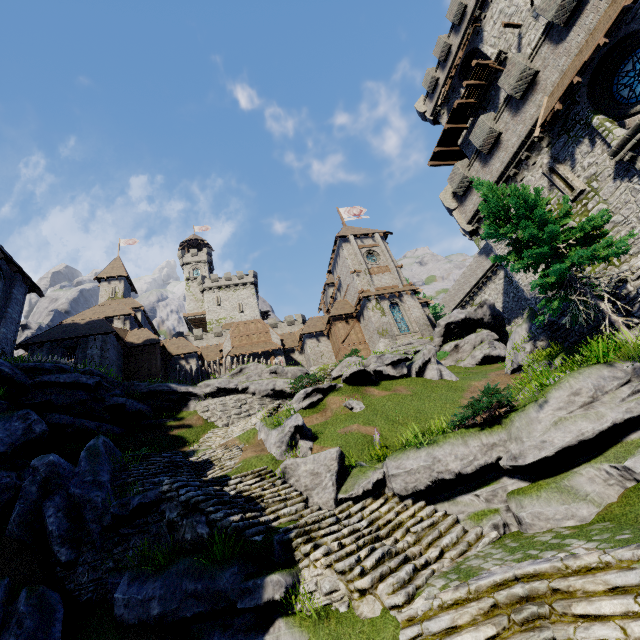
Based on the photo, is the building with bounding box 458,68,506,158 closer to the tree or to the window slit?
the tree

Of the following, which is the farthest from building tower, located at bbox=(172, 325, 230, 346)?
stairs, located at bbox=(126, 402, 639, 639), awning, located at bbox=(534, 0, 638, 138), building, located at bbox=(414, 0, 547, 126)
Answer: awning, located at bbox=(534, 0, 638, 138)

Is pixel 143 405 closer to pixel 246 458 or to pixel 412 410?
pixel 246 458

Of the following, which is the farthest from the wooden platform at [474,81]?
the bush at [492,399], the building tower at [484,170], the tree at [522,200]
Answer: the bush at [492,399]

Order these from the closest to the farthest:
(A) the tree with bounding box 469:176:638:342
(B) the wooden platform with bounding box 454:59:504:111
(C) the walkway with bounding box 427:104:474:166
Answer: (A) the tree with bounding box 469:176:638:342 → (B) the wooden platform with bounding box 454:59:504:111 → (C) the walkway with bounding box 427:104:474:166

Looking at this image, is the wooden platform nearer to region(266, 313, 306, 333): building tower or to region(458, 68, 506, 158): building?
region(458, 68, 506, 158): building

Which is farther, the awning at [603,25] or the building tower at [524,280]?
the building tower at [524,280]

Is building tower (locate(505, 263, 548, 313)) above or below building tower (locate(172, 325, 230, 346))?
below
